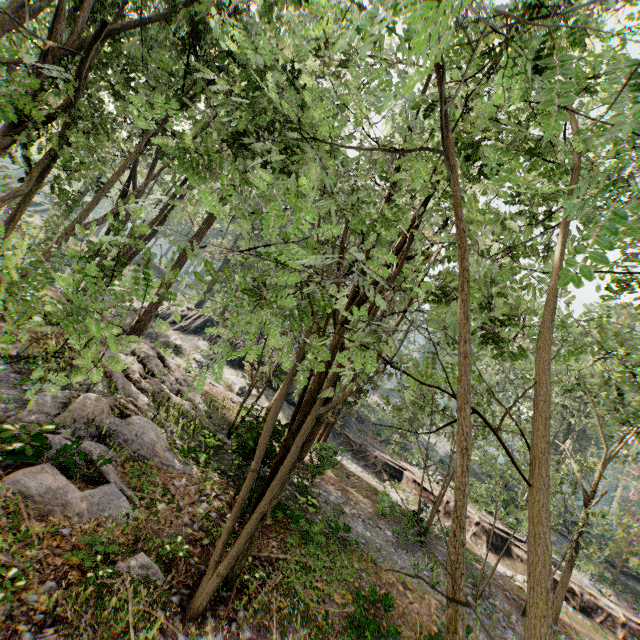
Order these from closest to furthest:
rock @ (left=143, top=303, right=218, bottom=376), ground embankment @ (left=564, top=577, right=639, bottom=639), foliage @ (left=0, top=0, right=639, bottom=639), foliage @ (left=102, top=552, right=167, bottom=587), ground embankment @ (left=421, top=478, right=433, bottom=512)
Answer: foliage @ (left=0, top=0, right=639, bottom=639) → foliage @ (left=102, top=552, right=167, bottom=587) → ground embankment @ (left=421, top=478, right=433, bottom=512) → ground embankment @ (left=564, top=577, right=639, bottom=639) → rock @ (left=143, top=303, right=218, bottom=376)

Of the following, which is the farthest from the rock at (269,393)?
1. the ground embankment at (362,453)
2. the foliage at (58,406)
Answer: the foliage at (58,406)

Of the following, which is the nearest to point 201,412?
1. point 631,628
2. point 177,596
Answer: point 177,596

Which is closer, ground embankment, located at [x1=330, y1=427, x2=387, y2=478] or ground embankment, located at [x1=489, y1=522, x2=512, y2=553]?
ground embankment, located at [x1=489, y1=522, x2=512, y2=553]

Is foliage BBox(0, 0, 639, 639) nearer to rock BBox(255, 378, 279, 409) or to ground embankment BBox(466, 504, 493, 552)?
ground embankment BBox(466, 504, 493, 552)

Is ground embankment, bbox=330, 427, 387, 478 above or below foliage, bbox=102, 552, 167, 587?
above

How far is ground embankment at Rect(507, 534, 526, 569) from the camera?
22.7 meters

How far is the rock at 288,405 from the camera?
29.6m
